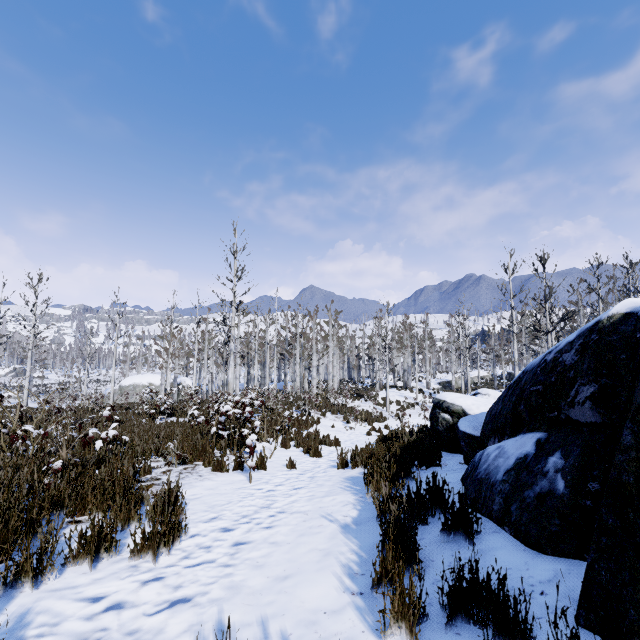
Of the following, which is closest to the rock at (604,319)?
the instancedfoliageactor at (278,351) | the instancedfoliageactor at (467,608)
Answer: the instancedfoliageactor at (467,608)

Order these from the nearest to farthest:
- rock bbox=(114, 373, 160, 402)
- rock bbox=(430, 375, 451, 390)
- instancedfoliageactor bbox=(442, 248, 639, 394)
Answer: → instancedfoliageactor bbox=(442, 248, 639, 394) < rock bbox=(114, 373, 160, 402) < rock bbox=(430, 375, 451, 390)

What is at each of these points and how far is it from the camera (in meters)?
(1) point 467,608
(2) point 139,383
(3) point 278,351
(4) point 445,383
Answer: (1) instancedfoliageactor, 1.86
(2) rock, 36.75
(3) instancedfoliageactor, 45.50
(4) rock, 43.59

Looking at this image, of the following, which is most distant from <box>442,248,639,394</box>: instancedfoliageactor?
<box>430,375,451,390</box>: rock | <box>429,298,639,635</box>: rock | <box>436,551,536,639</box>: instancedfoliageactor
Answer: <box>436,551,536,639</box>: instancedfoliageactor

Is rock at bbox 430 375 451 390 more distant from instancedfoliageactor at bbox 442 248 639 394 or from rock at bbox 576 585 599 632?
rock at bbox 576 585 599 632

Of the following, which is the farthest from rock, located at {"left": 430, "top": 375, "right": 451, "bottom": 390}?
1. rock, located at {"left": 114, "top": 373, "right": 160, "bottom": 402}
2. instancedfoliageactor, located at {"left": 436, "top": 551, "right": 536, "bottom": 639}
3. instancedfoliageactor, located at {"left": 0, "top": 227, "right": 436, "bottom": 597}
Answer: instancedfoliageactor, located at {"left": 436, "top": 551, "right": 536, "bottom": 639}

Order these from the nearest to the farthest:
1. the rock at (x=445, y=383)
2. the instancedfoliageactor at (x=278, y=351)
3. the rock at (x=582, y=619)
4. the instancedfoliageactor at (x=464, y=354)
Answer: the rock at (x=582, y=619) < the instancedfoliageactor at (x=278, y=351) < the instancedfoliageactor at (x=464, y=354) < the rock at (x=445, y=383)

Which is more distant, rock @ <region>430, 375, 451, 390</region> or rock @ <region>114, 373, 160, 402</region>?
rock @ <region>430, 375, 451, 390</region>
